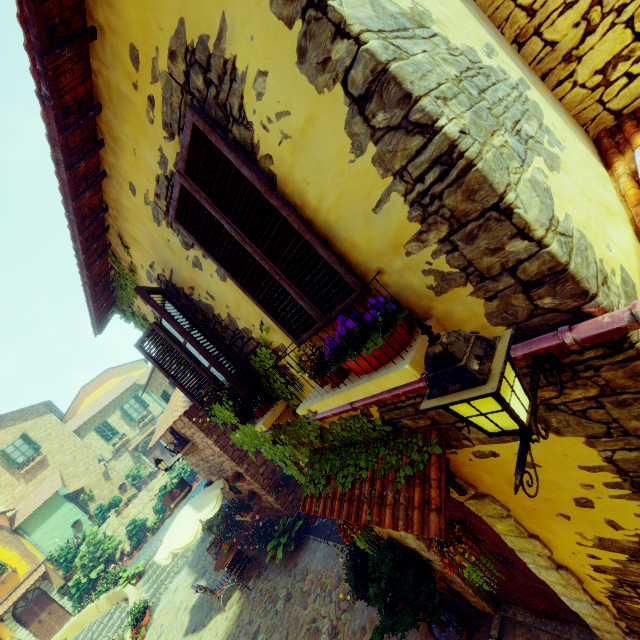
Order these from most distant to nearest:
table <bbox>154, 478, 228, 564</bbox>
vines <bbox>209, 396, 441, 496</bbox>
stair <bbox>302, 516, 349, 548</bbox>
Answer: table <bbox>154, 478, 228, 564</bbox>
stair <bbox>302, 516, 349, 548</bbox>
vines <bbox>209, 396, 441, 496</bbox>

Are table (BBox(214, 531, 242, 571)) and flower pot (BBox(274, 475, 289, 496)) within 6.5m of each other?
yes

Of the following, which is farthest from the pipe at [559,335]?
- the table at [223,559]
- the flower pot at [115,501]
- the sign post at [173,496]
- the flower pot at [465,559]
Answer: the flower pot at [115,501]

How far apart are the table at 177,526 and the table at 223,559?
1.5m

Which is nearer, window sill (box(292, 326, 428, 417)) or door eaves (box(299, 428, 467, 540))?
window sill (box(292, 326, 428, 417))

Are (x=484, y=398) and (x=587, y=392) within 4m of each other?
yes

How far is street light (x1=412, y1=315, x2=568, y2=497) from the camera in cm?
A: 126

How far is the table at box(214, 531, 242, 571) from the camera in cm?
958
